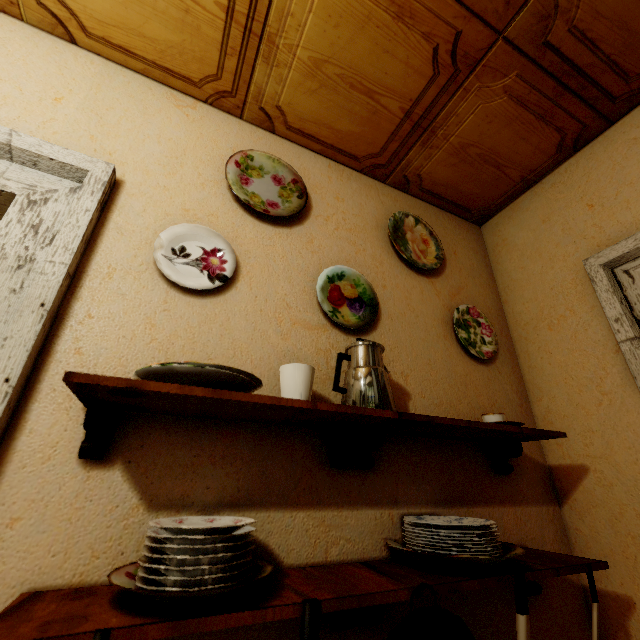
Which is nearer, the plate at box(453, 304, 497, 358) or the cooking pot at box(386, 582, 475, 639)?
the cooking pot at box(386, 582, 475, 639)

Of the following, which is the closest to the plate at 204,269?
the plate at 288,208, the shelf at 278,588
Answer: the plate at 288,208

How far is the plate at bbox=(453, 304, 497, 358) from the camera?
1.6 meters

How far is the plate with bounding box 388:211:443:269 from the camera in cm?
165

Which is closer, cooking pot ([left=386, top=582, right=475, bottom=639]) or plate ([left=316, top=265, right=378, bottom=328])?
cooking pot ([left=386, top=582, right=475, bottom=639])

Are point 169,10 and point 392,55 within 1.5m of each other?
yes

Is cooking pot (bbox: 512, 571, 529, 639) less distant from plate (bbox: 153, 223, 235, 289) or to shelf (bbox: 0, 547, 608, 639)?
shelf (bbox: 0, 547, 608, 639)

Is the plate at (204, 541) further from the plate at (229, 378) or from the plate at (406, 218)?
the plate at (406, 218)
